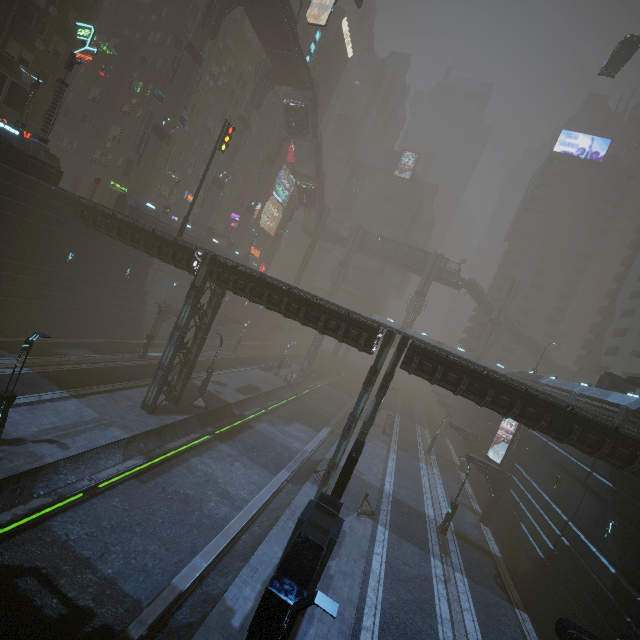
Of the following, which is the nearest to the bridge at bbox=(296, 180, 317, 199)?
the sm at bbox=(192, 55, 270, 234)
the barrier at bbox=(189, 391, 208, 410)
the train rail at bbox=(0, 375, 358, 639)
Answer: the sm at bbox=(192, 55, 270, 234)

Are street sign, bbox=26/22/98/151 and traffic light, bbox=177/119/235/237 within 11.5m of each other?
yes

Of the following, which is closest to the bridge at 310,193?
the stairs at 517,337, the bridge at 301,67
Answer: the bridge at 301,67

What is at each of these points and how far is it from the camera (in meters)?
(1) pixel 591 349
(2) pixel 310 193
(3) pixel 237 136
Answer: (1) building, 51.50
(2) bridge, 59.00
(3) sm, 43.53

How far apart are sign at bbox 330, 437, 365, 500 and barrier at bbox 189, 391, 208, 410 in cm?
1377

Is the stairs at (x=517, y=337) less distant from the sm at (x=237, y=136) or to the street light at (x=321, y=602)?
the sm at (x=237, y=136)

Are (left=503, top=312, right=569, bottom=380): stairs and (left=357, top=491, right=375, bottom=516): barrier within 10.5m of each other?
no

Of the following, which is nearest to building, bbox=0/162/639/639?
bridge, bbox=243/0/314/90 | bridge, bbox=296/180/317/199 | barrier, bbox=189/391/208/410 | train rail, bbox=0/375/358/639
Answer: train rail, bbox=0/375/358/639
